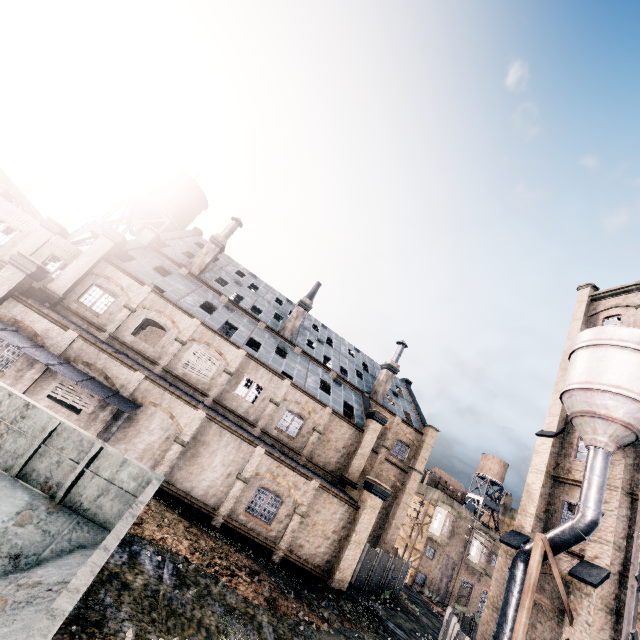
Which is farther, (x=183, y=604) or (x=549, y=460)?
(x=549, y=460)

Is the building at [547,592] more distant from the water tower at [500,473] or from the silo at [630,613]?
the water tower at [500,473]

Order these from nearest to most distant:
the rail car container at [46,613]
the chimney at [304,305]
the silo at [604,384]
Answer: the rail car container at [46,613] → the silo at [604,384] → the chimney at [304,305]

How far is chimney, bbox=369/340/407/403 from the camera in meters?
35.8

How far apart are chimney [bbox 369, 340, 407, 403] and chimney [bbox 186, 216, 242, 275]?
21.98m

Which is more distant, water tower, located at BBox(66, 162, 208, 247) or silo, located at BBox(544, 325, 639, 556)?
water tower, located at BBox(66, 162, 208, 247)

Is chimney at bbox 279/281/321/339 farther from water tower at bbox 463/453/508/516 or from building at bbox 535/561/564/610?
water tower at bbox 463/453/508/516

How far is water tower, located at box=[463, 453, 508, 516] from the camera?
51.3m
